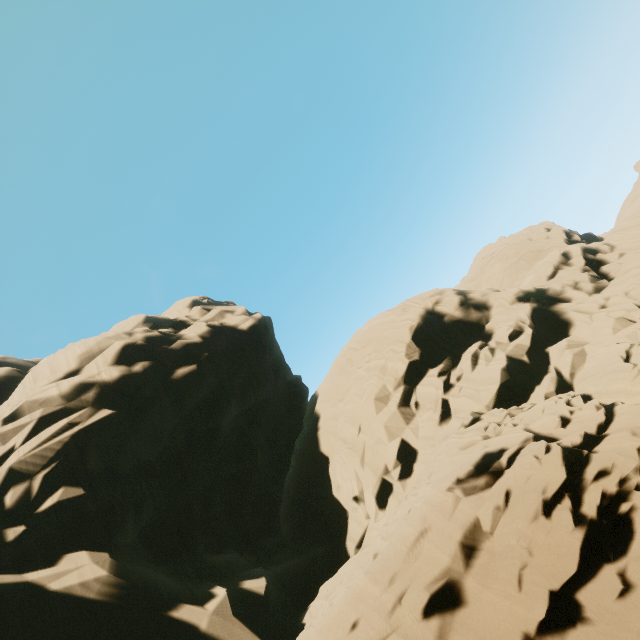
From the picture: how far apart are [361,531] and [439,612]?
10.04m
